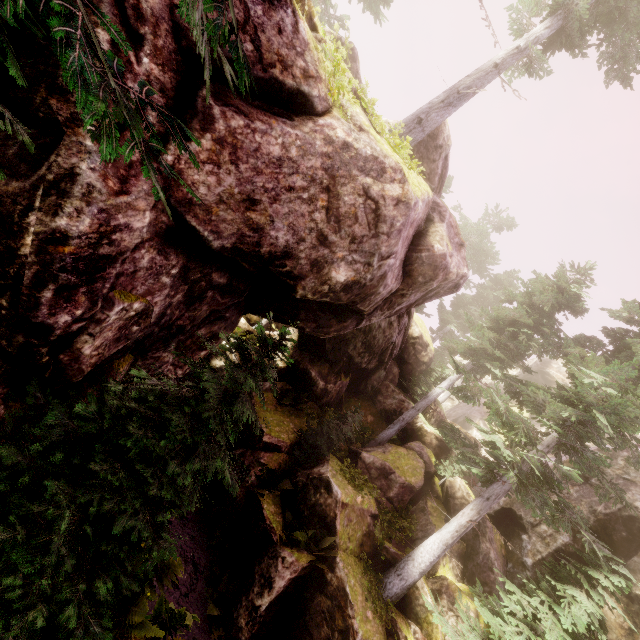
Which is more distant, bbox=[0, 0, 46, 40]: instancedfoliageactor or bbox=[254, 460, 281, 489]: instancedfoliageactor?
bbox=[254, 460, 281, 489]: instancedfoliageactor

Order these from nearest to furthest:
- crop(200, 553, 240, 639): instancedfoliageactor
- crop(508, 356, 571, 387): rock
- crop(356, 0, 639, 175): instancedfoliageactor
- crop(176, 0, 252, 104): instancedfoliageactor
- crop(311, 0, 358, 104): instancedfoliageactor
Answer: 1. crop(176, 0, 252, 104): instancedfoliageactor
2. crop(311, 0, 358, 104): instancedfoliageactor
3. crop(200, 553, 240, 639): instancedfoliageactor
4. crop(356, 0, 639, 175): instancedfoliageactor
5. crop(508, 356, 571, 387): rock

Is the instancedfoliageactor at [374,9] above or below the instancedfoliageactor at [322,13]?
above

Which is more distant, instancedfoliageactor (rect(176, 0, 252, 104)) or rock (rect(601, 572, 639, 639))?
rock (rect(601, 572, 639, 639))

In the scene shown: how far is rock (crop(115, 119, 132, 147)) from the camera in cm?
357

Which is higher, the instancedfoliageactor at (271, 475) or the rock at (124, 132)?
the rock at (124, 132)

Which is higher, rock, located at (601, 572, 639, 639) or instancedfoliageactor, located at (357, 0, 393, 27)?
instancedfoliageactor, located at (357, 0, 393, 27)

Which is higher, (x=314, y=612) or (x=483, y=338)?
(x=483, y=338)
